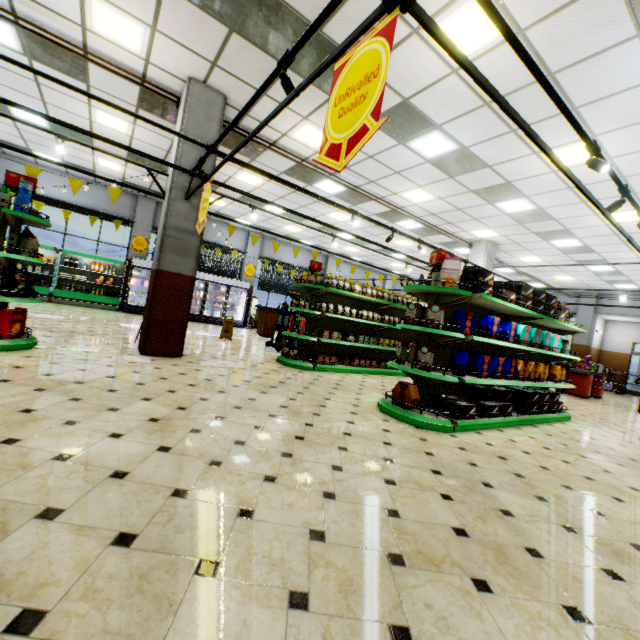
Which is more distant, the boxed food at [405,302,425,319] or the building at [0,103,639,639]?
the boxed food at [405,302,425,319]

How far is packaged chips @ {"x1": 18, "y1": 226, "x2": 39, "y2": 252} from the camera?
4.72m

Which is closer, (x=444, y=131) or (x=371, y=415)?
(x=371, y=415)

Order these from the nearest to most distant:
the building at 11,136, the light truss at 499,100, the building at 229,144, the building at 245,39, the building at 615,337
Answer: the light truss at 499,100 → the building at 245,39 → the building at 229,144 → the building at 11,136 → the building at 615,337

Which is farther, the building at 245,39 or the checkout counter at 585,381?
the checkout counter at 585,381

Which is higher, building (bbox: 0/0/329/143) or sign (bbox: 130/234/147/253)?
building (bbox: 0/0/329/143)

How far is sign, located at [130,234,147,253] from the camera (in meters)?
13.73

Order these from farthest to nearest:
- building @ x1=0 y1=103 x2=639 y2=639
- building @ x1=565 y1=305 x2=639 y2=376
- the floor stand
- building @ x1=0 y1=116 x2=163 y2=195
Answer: building @ x1=565 y1=305 x2=639 y2=376 → the floor stand → building @ x1=0 y1=116 x2=163 y2=195 → building @ x1=0 y1=103 x2=639 y2=639
